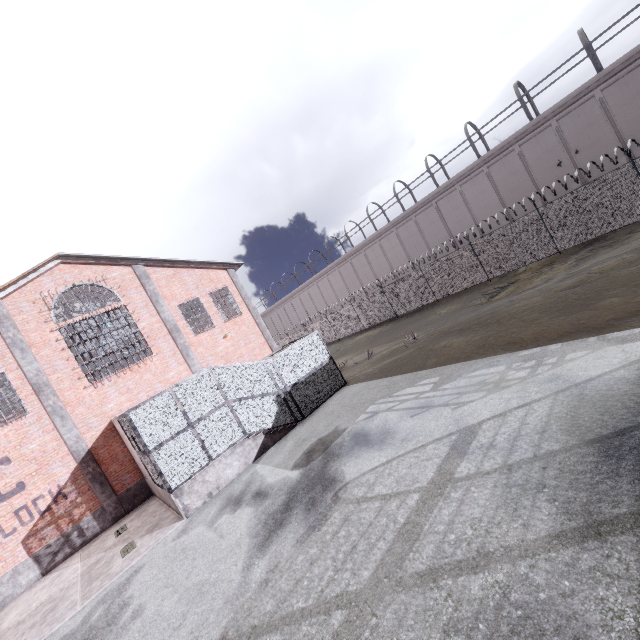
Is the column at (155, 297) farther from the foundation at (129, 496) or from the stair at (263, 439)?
the foundation at (129, 496)

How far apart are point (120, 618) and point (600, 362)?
11.93m

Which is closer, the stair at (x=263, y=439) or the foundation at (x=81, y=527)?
the stair at (x=263, y=439)

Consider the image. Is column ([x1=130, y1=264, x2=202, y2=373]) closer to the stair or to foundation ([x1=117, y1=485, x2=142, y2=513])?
the stair

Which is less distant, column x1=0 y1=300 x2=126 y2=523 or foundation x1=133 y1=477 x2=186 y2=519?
foundation x1=133 y1=477 x2=186 y2=519

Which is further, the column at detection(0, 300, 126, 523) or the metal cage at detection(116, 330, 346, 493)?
the column at detection(0, 300, 126, 523)

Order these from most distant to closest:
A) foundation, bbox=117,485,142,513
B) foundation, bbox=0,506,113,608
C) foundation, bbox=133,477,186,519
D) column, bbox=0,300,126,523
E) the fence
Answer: the fence
foundation, bbox=117,485,142,513
column, bbox=0,300,126,523
foundation, bbox=0,506,113,608
foundation, bbox=133,477,186,519

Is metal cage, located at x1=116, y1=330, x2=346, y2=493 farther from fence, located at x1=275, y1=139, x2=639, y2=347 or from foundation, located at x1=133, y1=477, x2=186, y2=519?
fence, located at x1=275, y1=139, x2=639, y2=347
